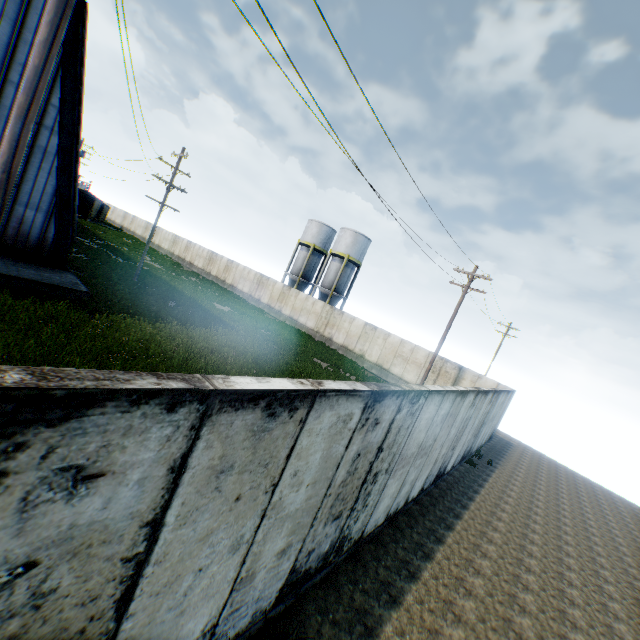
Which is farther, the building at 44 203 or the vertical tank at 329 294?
the vertical tank at 329 294

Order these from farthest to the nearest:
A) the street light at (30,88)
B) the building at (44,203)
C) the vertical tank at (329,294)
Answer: the vertical tank at (329,294)
the building at (44,203)
the street light at (30,88)

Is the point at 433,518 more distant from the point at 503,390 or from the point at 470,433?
the point at 503,390

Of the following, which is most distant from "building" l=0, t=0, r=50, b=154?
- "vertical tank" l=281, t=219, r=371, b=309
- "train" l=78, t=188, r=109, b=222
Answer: "vertical tank" l=281, t=219, r=371, b=309

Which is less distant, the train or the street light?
the street light

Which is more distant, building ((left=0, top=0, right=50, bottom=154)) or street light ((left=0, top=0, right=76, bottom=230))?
building ((left=0, top=0, right=50, bottom=154))

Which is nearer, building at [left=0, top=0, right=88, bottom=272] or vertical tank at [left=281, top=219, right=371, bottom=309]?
building at [left=0, top=0, right=88, bottom=272]

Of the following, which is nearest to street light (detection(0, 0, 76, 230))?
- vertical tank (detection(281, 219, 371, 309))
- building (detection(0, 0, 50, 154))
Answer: building (detection(0, 0, 50, 154))
